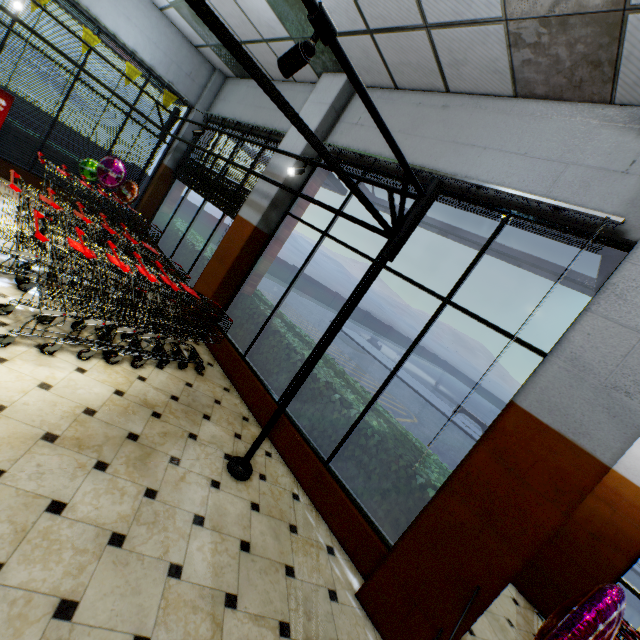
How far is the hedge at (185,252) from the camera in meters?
7.2

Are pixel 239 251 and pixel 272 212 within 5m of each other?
yes

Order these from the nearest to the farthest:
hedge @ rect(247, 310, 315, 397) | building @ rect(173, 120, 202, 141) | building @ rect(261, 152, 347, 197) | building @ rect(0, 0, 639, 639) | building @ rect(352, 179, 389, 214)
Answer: building @ rect(0, 0, 639, 639), hedge @ rect(247, 310, 315, 397), building @ rect(261, 152, 347, 197), building @ rect(352, 179, 389, 214), building @ rect(173, 120, 202, 141)

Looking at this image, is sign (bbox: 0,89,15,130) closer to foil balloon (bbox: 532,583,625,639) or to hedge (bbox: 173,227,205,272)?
hedge (bbox: 173,227,205,272)

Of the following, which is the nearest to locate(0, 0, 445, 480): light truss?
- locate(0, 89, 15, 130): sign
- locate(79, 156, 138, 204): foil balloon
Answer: locate(79, 156, 138, 204): foil balloon

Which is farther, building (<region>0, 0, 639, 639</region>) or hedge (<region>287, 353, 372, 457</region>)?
hedge (<region>287, 353, 372, 457</region>)

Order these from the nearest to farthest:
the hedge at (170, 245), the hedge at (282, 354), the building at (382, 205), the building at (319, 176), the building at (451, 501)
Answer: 1. the building at (451, 501)
2. the hedge at (282, 354)
3. the building at (319, 176)
4. the building at (382, 205)
5. the hedge at (170, 245)

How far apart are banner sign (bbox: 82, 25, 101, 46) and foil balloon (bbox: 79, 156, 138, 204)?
1.91m
